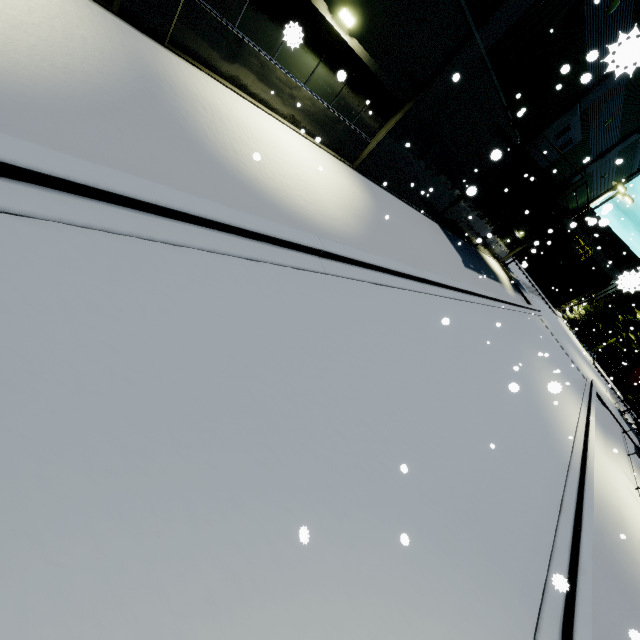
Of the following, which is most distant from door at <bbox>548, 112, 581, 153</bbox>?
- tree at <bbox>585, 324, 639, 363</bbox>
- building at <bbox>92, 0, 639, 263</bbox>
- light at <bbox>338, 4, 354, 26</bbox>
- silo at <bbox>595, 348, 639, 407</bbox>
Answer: tree at <bbox>585, 324, 639, 363</bbox>

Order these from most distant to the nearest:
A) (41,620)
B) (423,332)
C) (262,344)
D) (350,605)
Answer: (423,332), (262,344), (350,605), (41,620)

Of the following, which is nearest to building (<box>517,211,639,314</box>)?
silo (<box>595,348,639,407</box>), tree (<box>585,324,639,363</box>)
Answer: tree (<box>585,324,639,363</box>)

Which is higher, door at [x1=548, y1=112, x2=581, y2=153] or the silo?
door at [x1=548, y1=112, x2=581, y2=153]

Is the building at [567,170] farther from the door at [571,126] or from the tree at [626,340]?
the tree at [626,340]

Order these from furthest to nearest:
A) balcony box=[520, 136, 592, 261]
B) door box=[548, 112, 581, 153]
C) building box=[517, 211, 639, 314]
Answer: building box=[517, 211, 639, 314] < door box=[548, 112, 581, 153] < balcony box=[520, 136, 592, 261]

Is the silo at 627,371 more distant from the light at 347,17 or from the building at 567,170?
the light at 347,17

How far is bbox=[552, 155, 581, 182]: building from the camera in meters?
18.3 m
